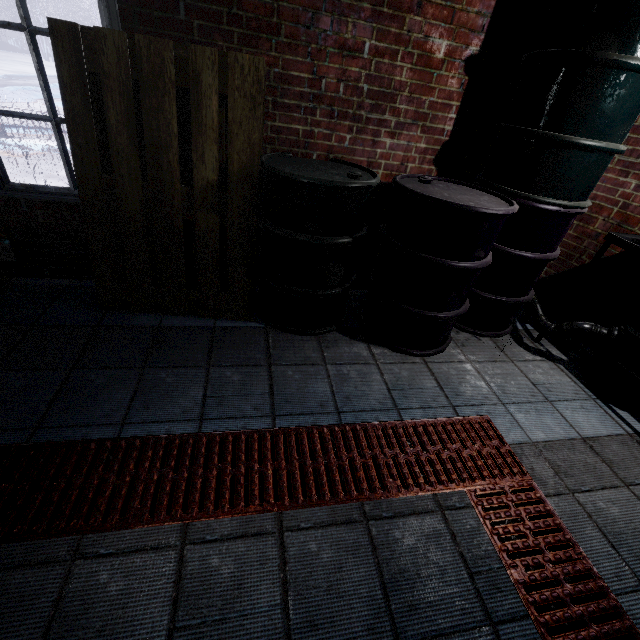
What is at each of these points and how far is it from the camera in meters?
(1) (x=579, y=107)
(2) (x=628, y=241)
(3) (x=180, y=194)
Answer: (1) barrel, 1.7
(2) sink, 2.0
(3) pallet, 1.9

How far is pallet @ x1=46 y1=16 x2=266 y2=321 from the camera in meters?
1.6

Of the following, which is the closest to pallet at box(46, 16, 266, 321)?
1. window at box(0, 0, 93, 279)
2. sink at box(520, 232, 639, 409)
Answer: window at box(0, 0, 93, 279)

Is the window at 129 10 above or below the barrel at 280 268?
above

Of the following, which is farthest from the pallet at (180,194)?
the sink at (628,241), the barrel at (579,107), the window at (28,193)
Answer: the sink at (628,241)

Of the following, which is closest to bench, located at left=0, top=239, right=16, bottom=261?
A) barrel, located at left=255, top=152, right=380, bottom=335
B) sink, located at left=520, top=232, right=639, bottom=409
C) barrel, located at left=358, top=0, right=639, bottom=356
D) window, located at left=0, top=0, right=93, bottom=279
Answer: window, located at left=0, top=0, right=93, bottom=279

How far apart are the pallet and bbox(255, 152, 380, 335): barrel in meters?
0.0

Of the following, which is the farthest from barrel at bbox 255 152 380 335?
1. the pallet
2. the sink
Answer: the sink
